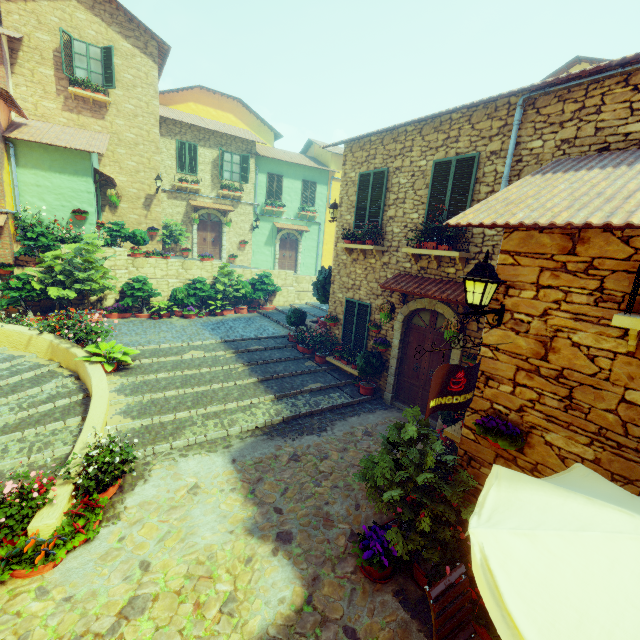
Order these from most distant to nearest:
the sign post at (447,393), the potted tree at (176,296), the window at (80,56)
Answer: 1. the potted tree at (176,296)
2. the window at (80,56)
3. the sign post at (447,393)

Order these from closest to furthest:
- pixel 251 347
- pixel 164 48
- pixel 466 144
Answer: pixel 466 144 → pixel 251 347 → pixel 164 48

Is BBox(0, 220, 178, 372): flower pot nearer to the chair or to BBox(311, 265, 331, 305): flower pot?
BBox(311, 265, 331, 305): flower pot

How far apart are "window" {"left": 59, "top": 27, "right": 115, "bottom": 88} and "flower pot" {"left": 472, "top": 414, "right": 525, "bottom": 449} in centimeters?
1922cm

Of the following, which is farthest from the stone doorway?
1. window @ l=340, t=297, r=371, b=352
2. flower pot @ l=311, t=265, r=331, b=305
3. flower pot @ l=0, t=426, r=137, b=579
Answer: flower pot @ l=0, t=426, r=137, b=579

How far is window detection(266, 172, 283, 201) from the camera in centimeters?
2095cm

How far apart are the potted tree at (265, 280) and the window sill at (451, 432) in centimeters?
1142cm

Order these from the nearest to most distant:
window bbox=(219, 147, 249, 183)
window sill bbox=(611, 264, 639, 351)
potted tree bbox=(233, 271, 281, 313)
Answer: window sill bbox=(611, 264, 639, 351), potted tree bbox=(233, 271, 281, 313), window bbox=(219, 147, 249, 183)
